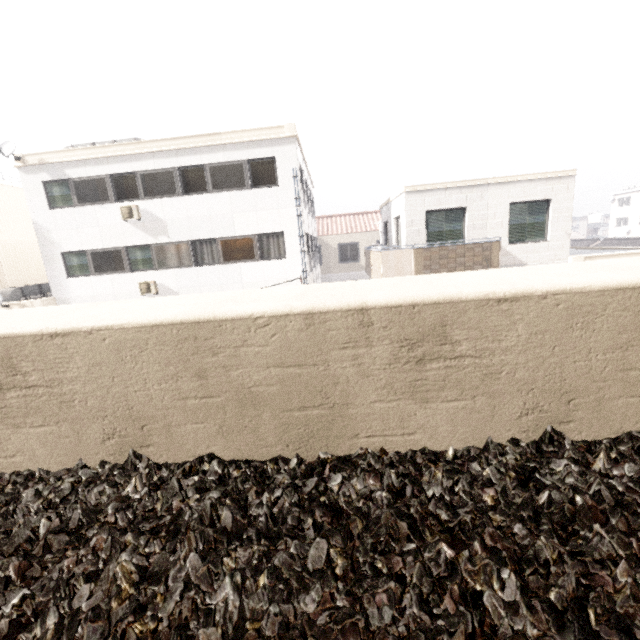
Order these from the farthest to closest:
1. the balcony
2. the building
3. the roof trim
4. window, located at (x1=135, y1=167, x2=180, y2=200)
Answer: the building, window, located at (x1=135, y1=167, x2=180, y2=200), the roof trim, the balcony

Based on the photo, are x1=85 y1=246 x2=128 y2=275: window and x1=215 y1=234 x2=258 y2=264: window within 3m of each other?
no

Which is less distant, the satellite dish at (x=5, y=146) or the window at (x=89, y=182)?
the satellite dish at (x=5, y=146)

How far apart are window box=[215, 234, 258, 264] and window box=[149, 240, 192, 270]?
1.1 meters

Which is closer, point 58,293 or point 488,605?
point 488,605

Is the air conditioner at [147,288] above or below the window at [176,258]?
below

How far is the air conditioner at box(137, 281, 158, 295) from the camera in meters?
14.4 m

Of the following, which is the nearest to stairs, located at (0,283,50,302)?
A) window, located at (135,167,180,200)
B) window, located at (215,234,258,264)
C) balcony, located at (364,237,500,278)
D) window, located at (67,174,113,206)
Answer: window, located at (67,174,113,206)
